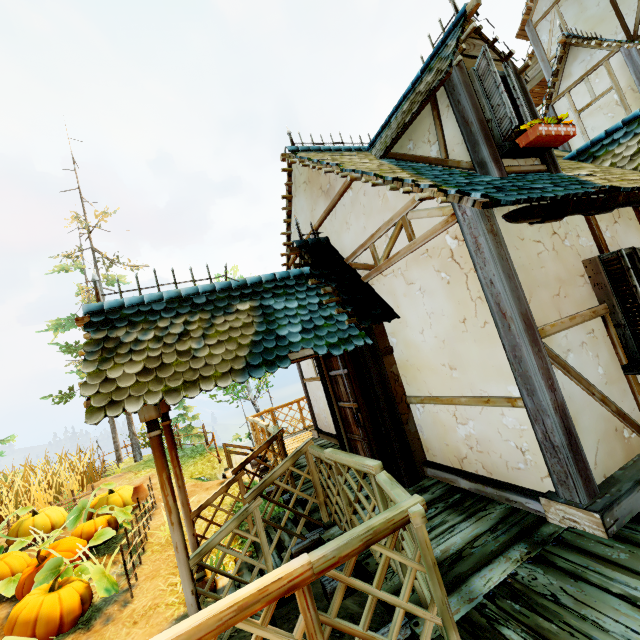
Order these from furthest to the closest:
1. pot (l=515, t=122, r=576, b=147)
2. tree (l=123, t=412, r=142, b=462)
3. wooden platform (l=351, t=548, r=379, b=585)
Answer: tree (l=123, t=412, r=142, b=462) < pot (l=515, t=122, r=576, b=147) < wooden platform (l=351, t=548, r=379, b=585)

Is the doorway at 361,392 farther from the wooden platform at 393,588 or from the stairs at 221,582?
the stairs at 221,582

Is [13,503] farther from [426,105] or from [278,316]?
[426,105]

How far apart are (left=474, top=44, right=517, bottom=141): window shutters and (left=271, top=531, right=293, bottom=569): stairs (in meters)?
5.99

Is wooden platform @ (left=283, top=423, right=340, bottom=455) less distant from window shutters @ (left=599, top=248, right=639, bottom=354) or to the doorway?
the doorway

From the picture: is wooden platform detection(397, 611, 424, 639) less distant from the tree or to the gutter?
the gutter

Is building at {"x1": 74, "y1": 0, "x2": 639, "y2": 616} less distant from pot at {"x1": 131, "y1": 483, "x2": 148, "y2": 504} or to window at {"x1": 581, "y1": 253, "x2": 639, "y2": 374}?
window at {"x1": 581, "y1": 253, "x2": 639, "y2": 374}

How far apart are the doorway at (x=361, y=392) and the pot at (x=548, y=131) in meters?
3.5 m
